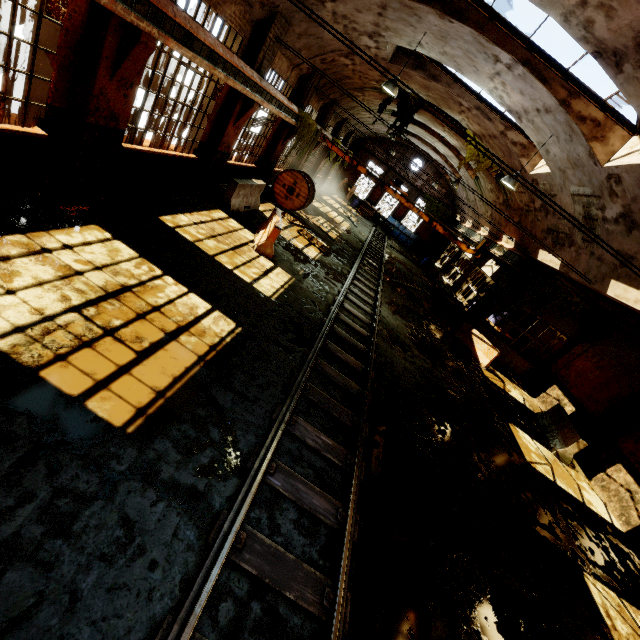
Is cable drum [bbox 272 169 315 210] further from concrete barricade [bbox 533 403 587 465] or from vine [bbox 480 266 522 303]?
concrete barricade [bbox 533 403 587 465]

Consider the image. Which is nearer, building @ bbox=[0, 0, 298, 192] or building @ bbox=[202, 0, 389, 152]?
building @ bbox=[0, 0, 298, 192]

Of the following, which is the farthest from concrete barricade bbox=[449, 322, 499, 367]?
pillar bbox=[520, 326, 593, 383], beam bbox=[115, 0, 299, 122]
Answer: beam bbox=[115, 0, 299, 122]

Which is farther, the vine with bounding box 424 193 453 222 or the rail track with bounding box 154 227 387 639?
the vine with bounding box 424 193 453 222

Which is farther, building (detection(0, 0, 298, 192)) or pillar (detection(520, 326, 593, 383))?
pillar (detection(520, 326, 593, 383))

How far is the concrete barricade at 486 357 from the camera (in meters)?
15.05

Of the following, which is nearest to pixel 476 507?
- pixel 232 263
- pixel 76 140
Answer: pixel 232 263

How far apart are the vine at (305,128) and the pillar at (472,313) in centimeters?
1161cm
